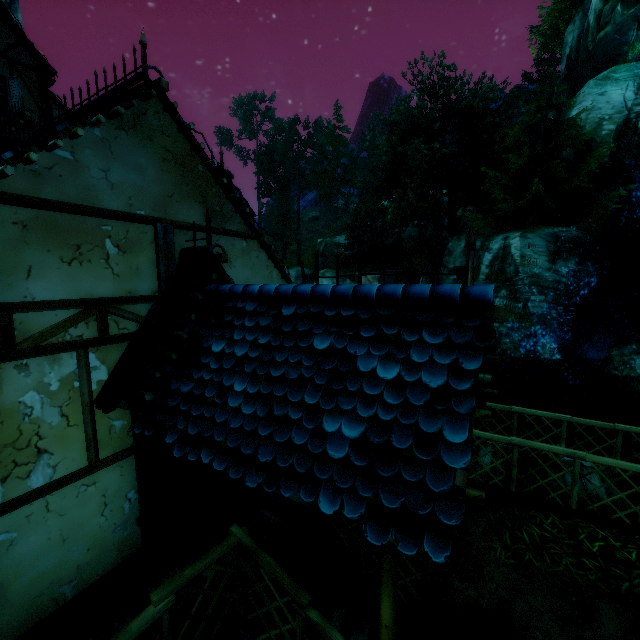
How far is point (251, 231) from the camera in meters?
5.8 m

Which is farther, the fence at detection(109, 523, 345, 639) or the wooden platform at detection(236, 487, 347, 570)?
the wooden platform at detection(236, 487, 347, 570)

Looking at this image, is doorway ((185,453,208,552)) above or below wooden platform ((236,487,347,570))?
above

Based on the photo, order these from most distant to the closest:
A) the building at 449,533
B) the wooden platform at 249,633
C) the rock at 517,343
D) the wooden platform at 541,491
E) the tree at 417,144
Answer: the tree at 417,144 < the rock at 517,343 < the wooden platform at 541,491 < the wooden platform at 249,633 < the building at 449,533

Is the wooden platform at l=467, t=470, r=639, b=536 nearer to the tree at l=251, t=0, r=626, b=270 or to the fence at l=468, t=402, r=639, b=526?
the fence at l=468, t=402, r=639, b=526

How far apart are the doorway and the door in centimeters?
0cm

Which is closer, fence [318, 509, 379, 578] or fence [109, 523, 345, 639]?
fence [109, 523, 345, 639]

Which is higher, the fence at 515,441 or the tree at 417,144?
the tree at 417,144
